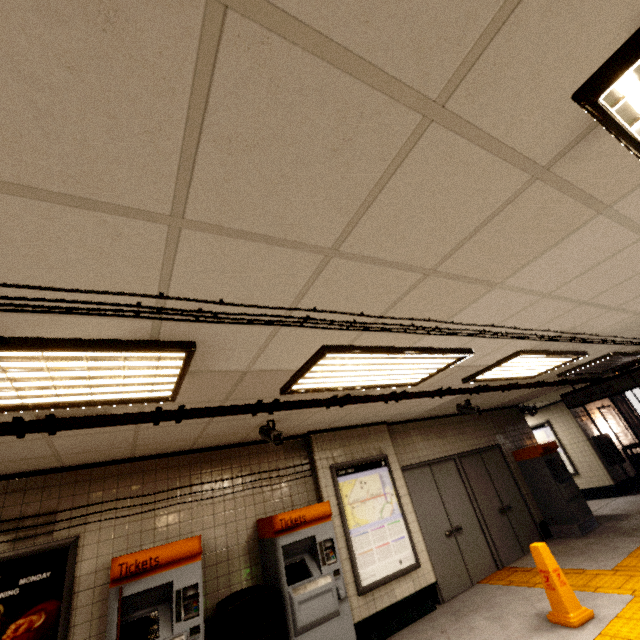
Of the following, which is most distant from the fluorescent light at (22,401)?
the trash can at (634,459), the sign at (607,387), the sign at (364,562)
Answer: the trash can at (634,459)

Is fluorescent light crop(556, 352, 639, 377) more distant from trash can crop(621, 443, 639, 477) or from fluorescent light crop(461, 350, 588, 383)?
trash can crop(621, 443, 639, 477)

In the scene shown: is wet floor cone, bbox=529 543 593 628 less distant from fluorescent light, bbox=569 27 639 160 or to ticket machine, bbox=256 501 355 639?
ticket machine, bbox=256 501 355 639

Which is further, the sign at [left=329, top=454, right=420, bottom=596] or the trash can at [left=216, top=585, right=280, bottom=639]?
the sign at [left=329, top=454, right=420, bottom=596]

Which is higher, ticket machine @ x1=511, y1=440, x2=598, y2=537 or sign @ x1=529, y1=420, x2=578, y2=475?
sign @ x1=529, y1=420, x2=578, y2=475

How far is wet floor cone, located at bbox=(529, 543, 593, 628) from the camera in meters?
3.8

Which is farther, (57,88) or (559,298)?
(559,298)

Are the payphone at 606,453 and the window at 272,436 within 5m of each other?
no
